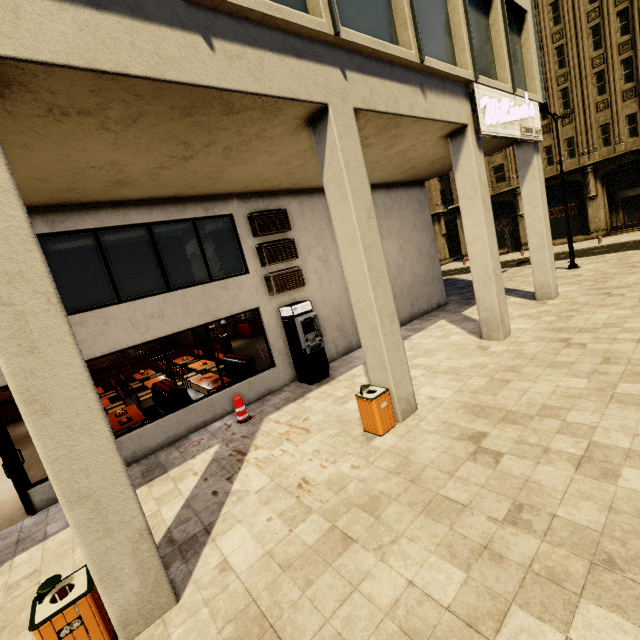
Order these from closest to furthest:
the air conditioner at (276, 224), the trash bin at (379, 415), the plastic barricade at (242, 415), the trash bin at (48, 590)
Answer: the trash bin at (48, 590) < the trash bin at (379, 415) < the plastic barricade at (242, 415) < the air conditioner at (276, 224)

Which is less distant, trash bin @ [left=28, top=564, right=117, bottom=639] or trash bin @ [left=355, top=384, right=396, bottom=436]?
trash bin @ [left=28, top=564, right=117, bottom=639]

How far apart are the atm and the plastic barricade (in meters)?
2.04

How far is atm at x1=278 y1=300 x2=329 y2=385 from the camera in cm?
945

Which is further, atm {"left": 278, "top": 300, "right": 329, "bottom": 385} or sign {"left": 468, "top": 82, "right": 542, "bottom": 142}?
atm {"left": 278, "top": 300, "right": 329, "bottom": 385}

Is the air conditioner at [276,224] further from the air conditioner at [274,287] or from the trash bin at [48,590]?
the trash bin at [48,590]

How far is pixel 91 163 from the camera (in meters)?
5.38

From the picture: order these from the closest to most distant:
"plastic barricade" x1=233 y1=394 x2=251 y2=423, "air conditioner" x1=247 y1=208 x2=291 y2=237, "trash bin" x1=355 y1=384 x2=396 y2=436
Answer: "trash bin" x1=355 y1=384 x2=396 y2=436 → "plastic barricade" x1=233 y1=394 x2=251 y2=423 → "air conditioner" x1=247 y1=208 x2=291 y2=237
